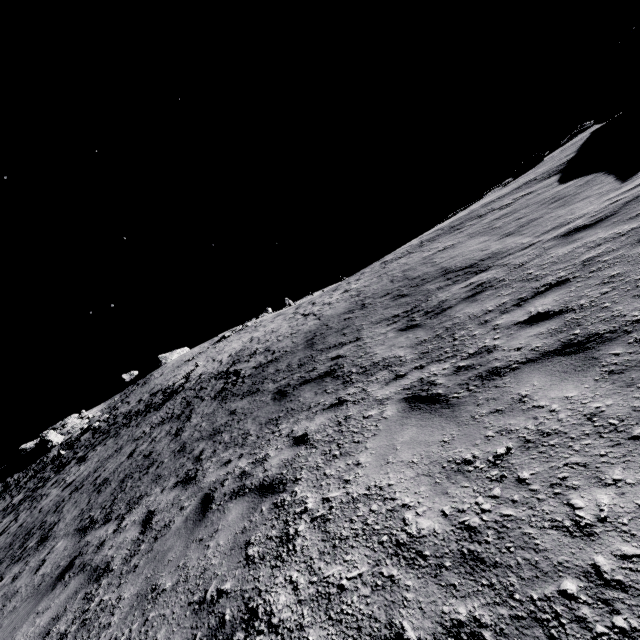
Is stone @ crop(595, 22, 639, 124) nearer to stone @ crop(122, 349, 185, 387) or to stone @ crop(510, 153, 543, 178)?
stone @ crop(510, 153, 543, 178)

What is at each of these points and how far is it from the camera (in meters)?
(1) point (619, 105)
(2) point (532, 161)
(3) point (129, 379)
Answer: (1) stone, 27.19
(2) stone, 35.97
(3) stone, 55.41

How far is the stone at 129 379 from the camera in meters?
54.7

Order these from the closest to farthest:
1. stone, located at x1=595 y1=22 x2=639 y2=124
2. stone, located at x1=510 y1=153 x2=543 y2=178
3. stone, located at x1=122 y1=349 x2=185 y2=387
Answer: stone, located at x1=595 y1=22 x2=639 y2=124, stone, located at x1=510 y1=153 x2=543 y2=178, stone, located at x1=122 y1=349 x2=185 y2=387

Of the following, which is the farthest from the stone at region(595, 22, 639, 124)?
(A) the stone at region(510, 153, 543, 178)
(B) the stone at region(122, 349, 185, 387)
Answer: (B) the stone at region(122, 349, 185, 387)

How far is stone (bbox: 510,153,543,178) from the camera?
35.8 meters

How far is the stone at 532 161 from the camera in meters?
35.8 m
